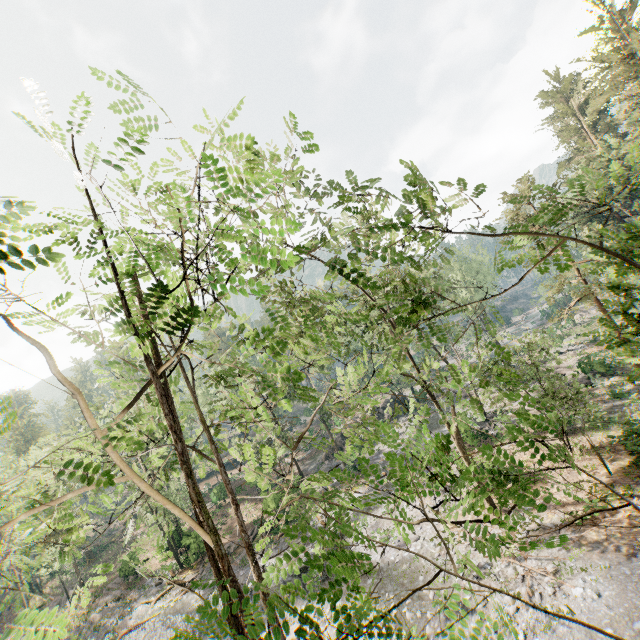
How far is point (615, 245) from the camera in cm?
301
